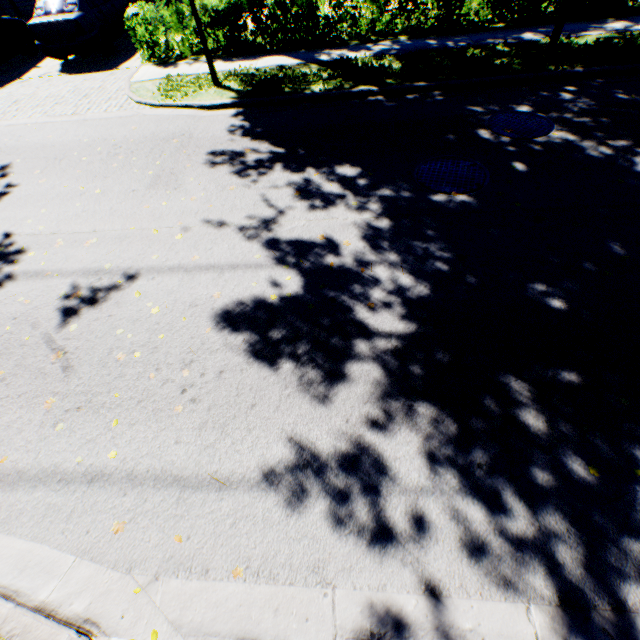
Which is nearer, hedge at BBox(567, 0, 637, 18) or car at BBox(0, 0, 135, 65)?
hedge at BBox(567, 0, 637, 18)

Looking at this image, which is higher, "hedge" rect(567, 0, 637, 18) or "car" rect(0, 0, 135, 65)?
"car" rect(0, 0, 135, 65)

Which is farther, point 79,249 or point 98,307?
point 79,249

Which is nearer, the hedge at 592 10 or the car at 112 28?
the hedge at 592 10

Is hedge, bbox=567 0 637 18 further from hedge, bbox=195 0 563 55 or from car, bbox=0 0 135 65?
car, bbox=0 0 135 65

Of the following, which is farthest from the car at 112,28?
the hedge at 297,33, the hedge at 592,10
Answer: the hedge at 592,10
